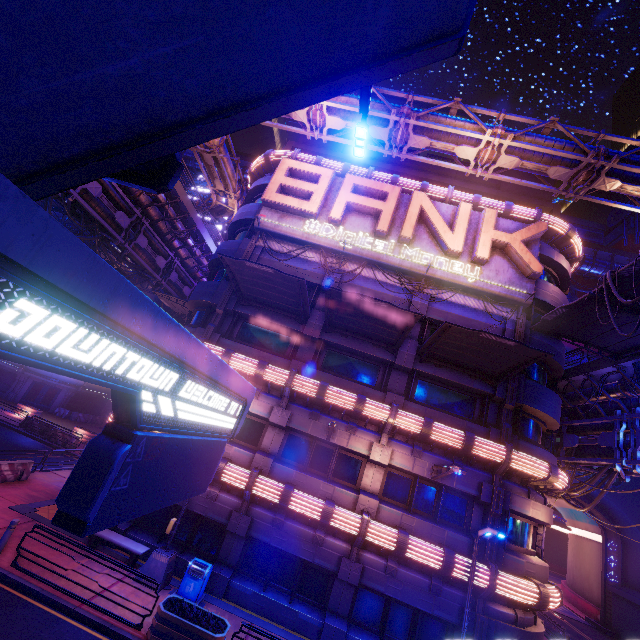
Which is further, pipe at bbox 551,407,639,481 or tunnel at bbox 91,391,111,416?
tunnel at bbox 91,391,111,416

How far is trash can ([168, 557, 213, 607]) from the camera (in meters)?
11.88

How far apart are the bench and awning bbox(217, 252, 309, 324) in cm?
1133

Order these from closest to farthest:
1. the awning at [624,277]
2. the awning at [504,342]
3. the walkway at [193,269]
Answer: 1. the awning at [624,277]
2. the awning at [504,342]
3. the walkway at [193,269]

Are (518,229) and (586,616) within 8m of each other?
no

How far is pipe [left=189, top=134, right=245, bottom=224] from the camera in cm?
2483

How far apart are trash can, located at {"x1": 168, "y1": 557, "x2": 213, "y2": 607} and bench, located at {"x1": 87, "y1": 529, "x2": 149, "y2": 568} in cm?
173

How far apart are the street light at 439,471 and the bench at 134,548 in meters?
12.2
